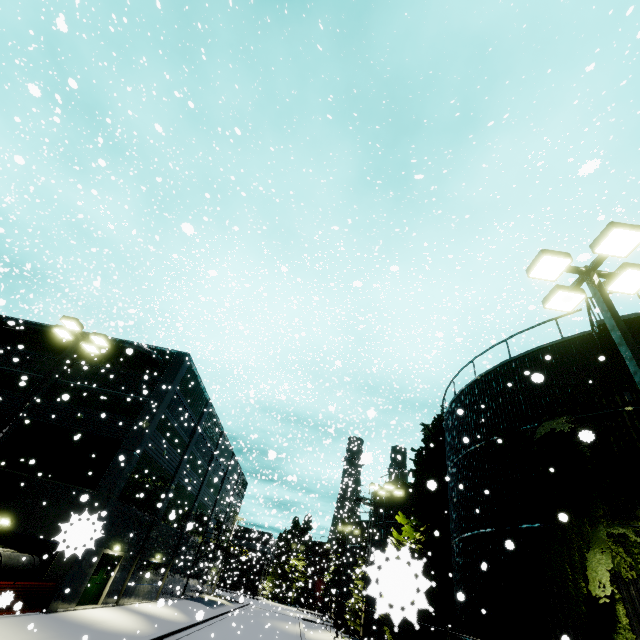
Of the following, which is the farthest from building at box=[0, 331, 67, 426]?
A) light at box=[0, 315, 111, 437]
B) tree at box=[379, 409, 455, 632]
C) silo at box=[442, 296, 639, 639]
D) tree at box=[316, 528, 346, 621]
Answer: tree at box=[316, 528, 346, 621]

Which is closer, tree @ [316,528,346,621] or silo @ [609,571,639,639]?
silo @ [609,571,639,639]

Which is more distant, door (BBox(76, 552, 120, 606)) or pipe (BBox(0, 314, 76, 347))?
pipe (BBox(0, 314, 76, 347))

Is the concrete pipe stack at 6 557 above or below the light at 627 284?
below

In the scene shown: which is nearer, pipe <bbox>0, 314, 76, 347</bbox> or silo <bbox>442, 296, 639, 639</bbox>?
silo <bbox>442, 296, 639, 639</bbox>

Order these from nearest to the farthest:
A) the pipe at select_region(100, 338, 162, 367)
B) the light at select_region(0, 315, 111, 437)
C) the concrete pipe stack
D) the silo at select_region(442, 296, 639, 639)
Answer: the silo at select_region(442, 296, 639, 639) → the light at select_region(0, 315, 111, 437) → the concrete pipe stack → the pipe at select_region(100, 338, 162, 367)

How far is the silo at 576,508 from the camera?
9.2 meters

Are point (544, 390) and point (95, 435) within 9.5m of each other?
no
